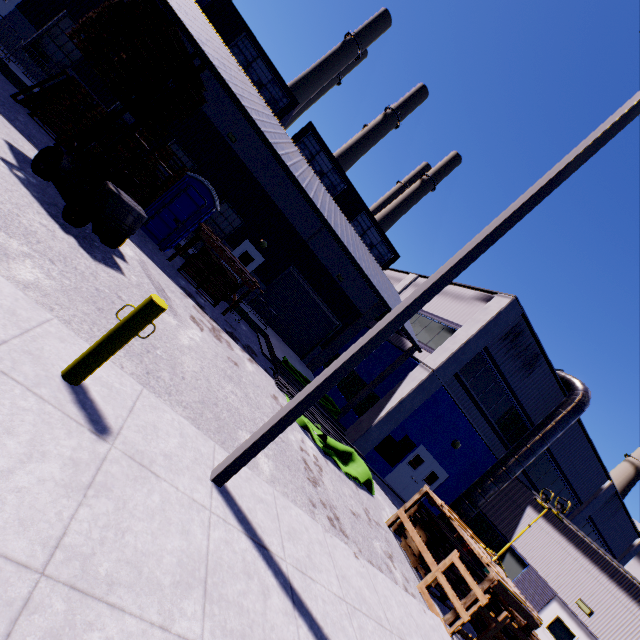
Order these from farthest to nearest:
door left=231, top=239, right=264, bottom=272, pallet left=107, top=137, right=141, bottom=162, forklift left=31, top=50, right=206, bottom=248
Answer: door left=231, top=239, right=264, bottom=272 → pallet left=107, top=137, right=141, bottom=162 → forklift left=31, top=50, right=206, bottom=248

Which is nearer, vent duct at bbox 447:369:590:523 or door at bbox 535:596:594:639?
Result: door at bbox 535:596:594:639

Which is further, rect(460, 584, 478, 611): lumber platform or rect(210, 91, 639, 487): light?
rect(460, 584, 478, 611): lumber platform

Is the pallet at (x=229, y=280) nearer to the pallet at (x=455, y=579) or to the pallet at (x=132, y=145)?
the pallet at (x=132, y=145)

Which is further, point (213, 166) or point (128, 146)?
point (213, 166)

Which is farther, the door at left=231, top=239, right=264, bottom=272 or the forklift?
the door at left=231, top=239, right=264, bottom=272

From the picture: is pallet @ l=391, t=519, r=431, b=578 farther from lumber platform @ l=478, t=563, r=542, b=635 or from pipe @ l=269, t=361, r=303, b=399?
pipe @ l=269, t=361, r=303, b=399

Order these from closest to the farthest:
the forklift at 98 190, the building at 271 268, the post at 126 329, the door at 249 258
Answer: the post at 126 329 < the forklift at 98 190 < the building at 271 268 < the door at 249 258
